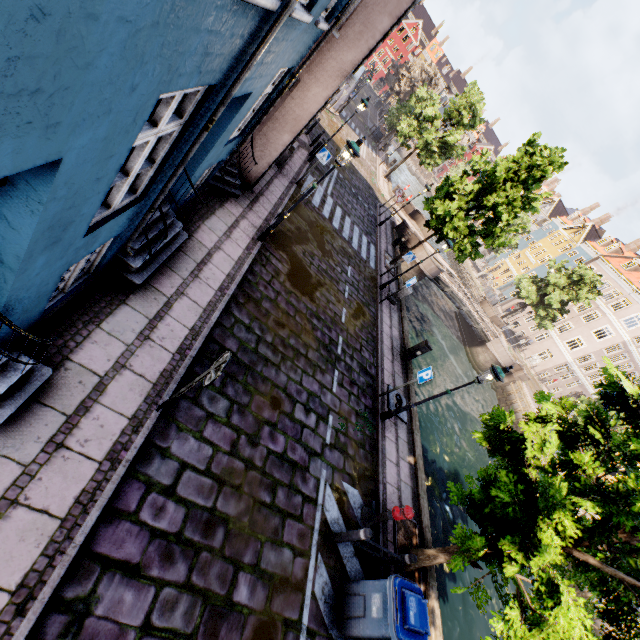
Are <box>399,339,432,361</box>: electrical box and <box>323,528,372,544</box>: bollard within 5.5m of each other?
no

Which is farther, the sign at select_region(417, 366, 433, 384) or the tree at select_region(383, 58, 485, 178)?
the tree at select_region(383, 58, 485, 178)

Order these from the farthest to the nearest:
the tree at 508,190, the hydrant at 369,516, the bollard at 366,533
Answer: the tree at 508,190, the hydrant at 369,516, the bollard at 366,533

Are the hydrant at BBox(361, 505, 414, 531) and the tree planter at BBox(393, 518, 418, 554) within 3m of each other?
yes

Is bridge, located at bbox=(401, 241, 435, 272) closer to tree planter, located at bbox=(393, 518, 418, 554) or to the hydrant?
→ tree planter, located at bbox=(393, 518, 418, 554)

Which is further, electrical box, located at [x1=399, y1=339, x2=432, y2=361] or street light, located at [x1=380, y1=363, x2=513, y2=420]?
electrical box, located at [x1=399, y1=339, x2=432, y2=361]

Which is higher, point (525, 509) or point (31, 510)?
point (525, 509)

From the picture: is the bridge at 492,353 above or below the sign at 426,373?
below
